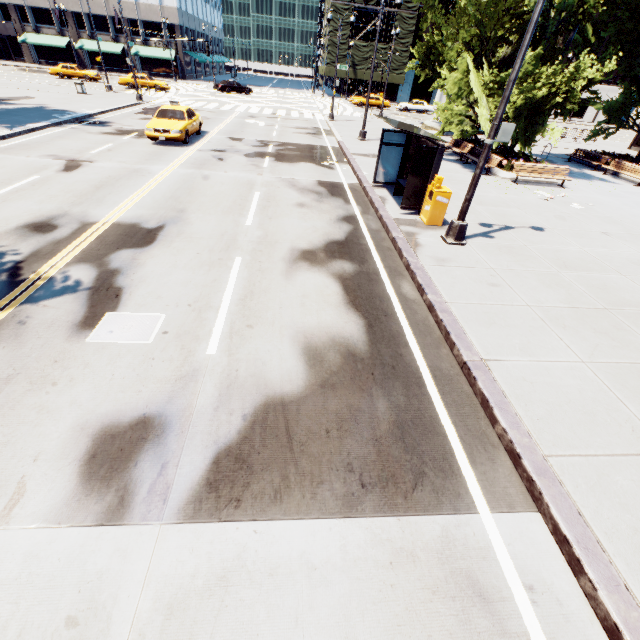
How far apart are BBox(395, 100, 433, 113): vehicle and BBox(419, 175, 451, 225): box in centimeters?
4396cm

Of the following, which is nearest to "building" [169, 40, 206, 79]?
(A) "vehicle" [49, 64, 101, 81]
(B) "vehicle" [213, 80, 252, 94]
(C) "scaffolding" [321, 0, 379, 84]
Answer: (A) "vehicle" [49, 64, 101, 81]

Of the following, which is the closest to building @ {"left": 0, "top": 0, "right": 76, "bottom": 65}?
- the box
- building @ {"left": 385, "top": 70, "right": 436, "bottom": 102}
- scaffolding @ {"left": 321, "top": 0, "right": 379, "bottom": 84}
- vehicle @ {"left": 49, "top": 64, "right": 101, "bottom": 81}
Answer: vehicle @ {"left": 49, "top": 64, "right": 101, "bottom": 81}

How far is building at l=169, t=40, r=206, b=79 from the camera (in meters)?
51.85

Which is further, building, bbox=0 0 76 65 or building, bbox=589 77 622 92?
building, bbox=589 77 622 92

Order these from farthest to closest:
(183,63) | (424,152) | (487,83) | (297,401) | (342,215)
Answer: (183,63) < (487,83) < (342,215) < (424,152) < (297,401)

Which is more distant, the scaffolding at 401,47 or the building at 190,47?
the building at 190,47

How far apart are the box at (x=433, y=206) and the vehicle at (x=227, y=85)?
43.9m
